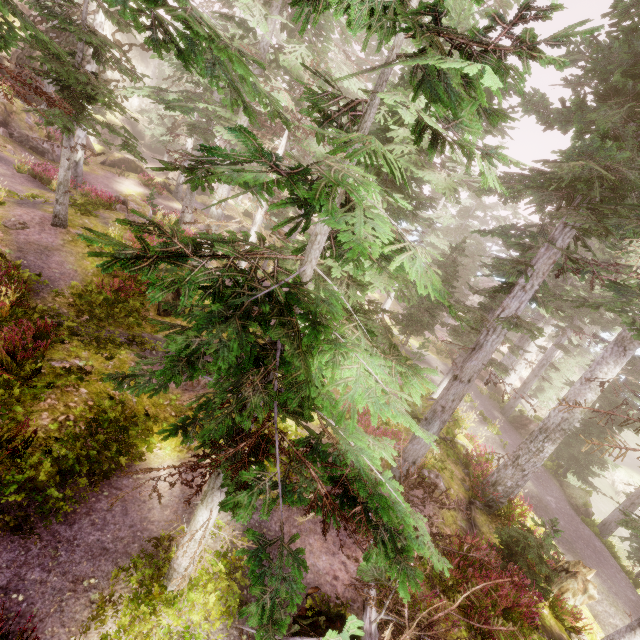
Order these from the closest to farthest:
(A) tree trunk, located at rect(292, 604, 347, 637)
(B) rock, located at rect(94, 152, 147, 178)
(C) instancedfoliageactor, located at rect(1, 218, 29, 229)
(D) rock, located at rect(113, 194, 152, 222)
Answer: (A) tree trunk, located at rect(292, 604, 347, 637) < (C) instancedfoliageactor, located at rect(1, 218, 29, 229) < (D) rock, located at rect(113, 194, 152, 222) < (B) rock, located at rect(94, 152, 147, 178)

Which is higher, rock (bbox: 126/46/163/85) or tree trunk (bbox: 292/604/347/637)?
rock (bbox: 126/46/163/85)

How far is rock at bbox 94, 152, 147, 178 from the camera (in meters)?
28.17

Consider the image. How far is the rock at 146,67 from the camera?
43.55m

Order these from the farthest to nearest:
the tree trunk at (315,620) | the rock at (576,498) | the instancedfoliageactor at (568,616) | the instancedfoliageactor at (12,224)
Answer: the rock at (576,498), the instancedfoliageactor at (12,224), the instancedfoliageactor at (568,616), the tree trunk at (315,620)

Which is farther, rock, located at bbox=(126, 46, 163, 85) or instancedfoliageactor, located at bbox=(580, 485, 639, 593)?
rock, located at bbox=(126, 46, 163, 85)

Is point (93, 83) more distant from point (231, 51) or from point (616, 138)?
point (616, 138)

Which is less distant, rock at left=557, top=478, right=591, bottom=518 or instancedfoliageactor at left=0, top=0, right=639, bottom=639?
instancedfoliageactor at left=0, top=0, right=639, bottom=639
